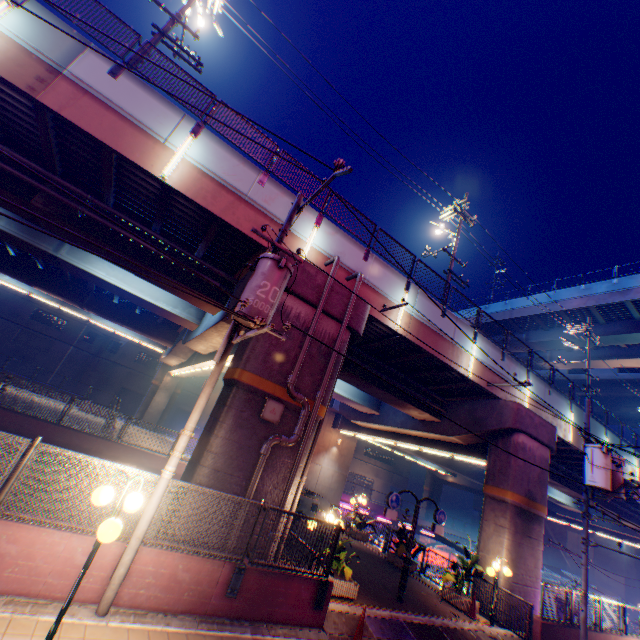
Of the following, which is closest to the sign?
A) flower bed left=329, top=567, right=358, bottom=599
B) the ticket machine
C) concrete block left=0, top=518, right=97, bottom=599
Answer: flower bed left=329, top=567, right=358, bottom=599

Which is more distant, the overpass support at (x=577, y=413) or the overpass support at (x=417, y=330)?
the overpass support at (x=577, y=413)

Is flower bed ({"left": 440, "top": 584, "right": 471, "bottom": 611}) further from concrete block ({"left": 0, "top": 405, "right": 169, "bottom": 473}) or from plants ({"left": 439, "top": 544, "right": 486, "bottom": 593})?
concrete block ({"left": 0, "top": 405, "right": 169, "bottom": 473})

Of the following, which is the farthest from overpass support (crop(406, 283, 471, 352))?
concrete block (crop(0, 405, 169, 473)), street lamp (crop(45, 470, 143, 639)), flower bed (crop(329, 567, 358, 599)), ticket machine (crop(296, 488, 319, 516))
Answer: ticket machine (crop(296, 488, 319, 516))

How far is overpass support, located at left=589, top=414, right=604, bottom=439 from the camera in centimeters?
2133cm

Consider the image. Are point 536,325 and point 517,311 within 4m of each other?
yes

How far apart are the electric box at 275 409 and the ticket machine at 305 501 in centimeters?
1210cm

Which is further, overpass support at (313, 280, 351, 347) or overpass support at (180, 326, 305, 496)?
overpass support at (313, 280, 351, 347)
